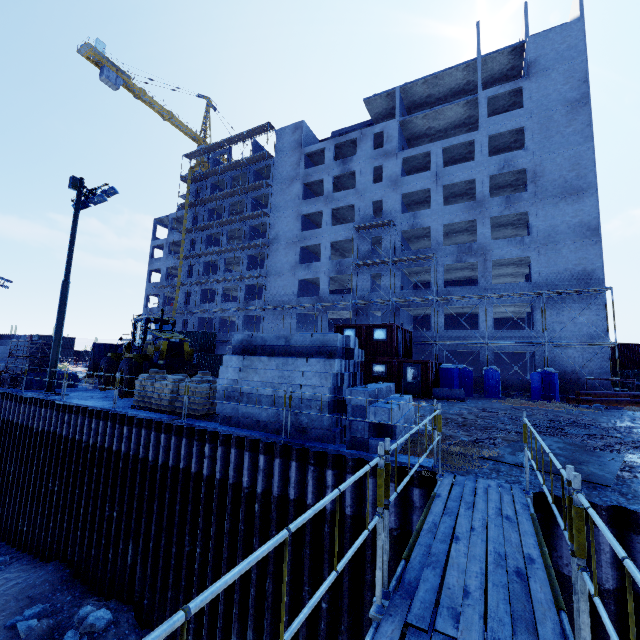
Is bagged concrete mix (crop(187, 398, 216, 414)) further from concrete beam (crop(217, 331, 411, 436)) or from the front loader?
concrete beam (crop(217, 331, 411, 436))

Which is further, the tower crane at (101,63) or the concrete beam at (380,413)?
the tower crane at (101,63)

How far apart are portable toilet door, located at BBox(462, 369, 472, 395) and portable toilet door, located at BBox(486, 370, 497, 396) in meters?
1.2

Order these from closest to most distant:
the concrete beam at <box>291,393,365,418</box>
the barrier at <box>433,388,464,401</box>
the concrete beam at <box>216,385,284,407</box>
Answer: the concrete beam at <box>291,393,365,418</box>, the concrete beam at <box>216,385,284,407</box>, the barrier at <box>433,388,464,401</box>

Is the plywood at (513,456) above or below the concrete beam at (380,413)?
below

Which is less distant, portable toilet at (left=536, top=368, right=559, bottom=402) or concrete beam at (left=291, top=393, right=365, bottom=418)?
concrete beam at (left=291, top=393, right=365, bottom=418)

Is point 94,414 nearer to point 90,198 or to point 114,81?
point 90,198

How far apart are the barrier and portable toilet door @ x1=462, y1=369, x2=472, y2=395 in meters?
3.3 m
